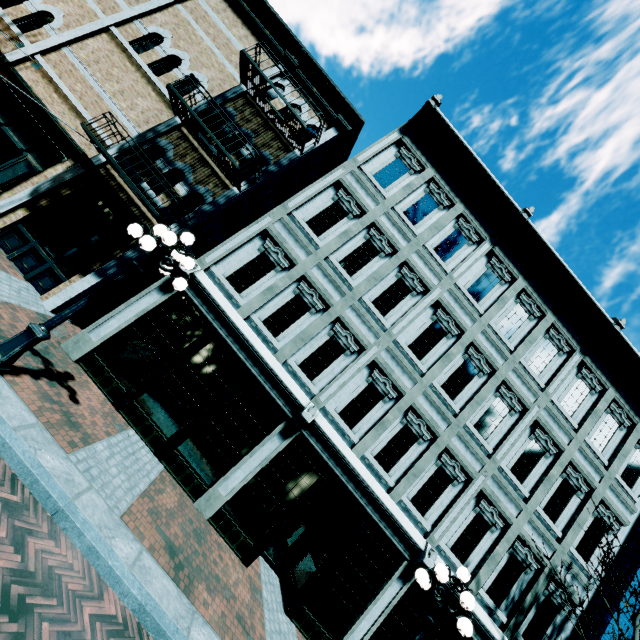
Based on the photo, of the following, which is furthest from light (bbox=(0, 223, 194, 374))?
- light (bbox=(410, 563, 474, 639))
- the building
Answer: light (bbox=(410, 563, 474, 639))

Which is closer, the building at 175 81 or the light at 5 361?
the light at 5 361

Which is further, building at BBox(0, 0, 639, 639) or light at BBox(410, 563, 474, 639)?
building at BBox(0, 0, 639, 639)

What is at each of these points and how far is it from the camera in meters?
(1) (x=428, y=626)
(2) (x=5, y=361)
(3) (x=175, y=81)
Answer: (1) light, 5.8 m
(2) light, 4.9 m
(3) building, 9.4 m

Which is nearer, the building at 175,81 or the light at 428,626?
the light at 428,626

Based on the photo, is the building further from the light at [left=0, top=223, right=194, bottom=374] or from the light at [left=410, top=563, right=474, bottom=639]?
the light at [left=410, top=563, right=474, bottom=639]
